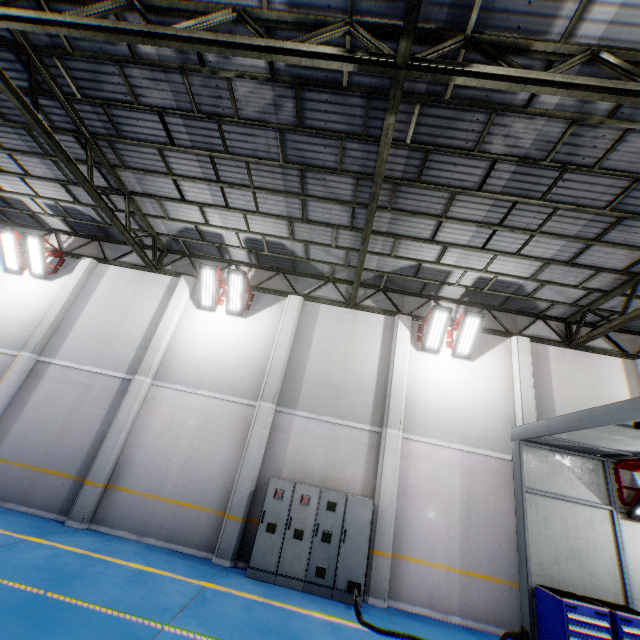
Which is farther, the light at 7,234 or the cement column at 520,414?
the light at 7,234

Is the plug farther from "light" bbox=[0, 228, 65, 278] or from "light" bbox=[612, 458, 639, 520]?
"light" bbox=[0, 228, 65, 278]

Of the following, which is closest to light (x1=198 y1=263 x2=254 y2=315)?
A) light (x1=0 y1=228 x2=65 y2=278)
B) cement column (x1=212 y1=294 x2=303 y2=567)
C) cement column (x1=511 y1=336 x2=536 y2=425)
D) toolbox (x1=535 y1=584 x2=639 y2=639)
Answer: cement column (x1=212 y1=294 x2=303 y2=567)

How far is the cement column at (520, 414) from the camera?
9.7m

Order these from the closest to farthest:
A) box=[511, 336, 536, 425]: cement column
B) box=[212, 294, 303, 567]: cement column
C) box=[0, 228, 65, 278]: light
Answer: box=[212, 294, 303, 567]: cement column < box=[511, 336, 536, 425]: cement column < box=[0, 228, 65, 278]: light

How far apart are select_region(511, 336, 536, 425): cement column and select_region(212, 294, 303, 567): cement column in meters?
7.3

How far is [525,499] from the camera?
7.2m

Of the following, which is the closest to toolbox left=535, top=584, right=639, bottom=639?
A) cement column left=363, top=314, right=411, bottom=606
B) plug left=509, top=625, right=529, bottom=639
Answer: plug left=509, top=625, right=529, bottom=639
